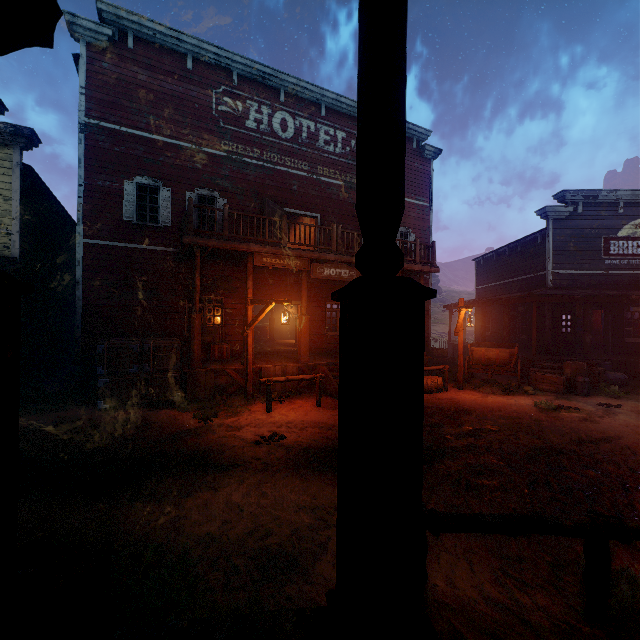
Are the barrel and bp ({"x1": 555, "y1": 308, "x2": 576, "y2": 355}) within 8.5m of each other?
yes

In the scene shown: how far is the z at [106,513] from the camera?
2.9m

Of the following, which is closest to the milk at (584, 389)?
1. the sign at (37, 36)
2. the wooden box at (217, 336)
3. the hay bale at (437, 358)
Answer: the hay bale at (437, 358)

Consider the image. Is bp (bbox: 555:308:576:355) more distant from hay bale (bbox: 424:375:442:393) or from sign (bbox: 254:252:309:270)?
sign (bbox: 254:252:309:270)

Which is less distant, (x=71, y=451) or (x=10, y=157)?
(x=71, y=451)

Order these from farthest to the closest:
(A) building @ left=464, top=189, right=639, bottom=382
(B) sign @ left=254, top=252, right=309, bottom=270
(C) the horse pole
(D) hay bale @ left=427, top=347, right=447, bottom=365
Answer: (D) hay bale @ left=427, top=347, right=447, bottom=365
(A) building @ left=464, top=189, right=639, bottom=382
(B) sign @ left=254, top=252, right=309, bottom=270
(C) the horse pole

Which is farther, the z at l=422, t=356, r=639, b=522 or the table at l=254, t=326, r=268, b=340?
the table at l=254, t=326, r=268, b=340

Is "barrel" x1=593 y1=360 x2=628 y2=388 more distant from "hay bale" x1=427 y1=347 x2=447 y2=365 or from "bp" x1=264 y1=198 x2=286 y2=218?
"bp" x1=264 y1=198 x2=286 y2=218
